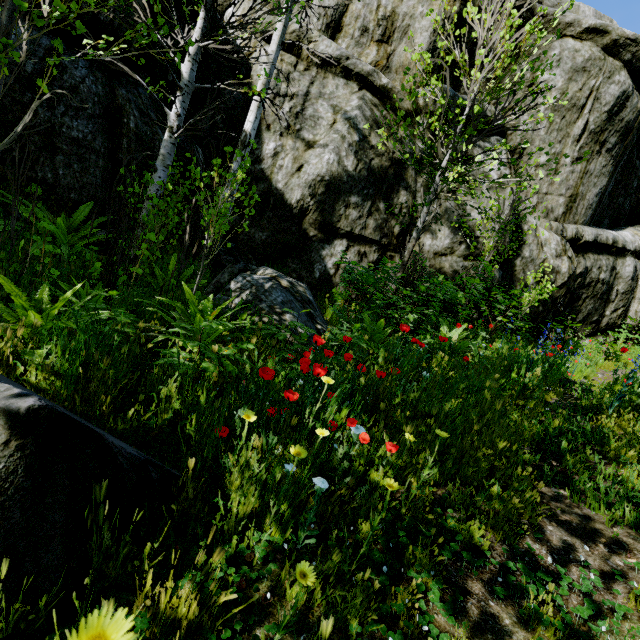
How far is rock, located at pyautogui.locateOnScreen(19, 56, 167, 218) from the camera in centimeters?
462cm

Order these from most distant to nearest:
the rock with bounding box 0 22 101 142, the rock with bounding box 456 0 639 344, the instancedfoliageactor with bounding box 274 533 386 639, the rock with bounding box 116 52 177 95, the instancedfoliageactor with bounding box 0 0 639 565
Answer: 1. the rock with bounding box 456 0 639 344
2. the rock with bounding box 116 52 177 95
3. the rock with bounding box 0 22 101 142
4. the instancedfoliageactor with bounding box 0 0 639 565
5. the instancedfoliageactor with bounding box 274 533 386 639

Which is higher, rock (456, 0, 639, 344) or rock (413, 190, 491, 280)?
rock (456, 0, 639, 344)

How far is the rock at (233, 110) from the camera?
7.0 meters

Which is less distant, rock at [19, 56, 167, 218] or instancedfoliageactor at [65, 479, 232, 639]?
instancedfoliageactor at [65, 479, 232, 639]

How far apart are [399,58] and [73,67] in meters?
7.8 m
